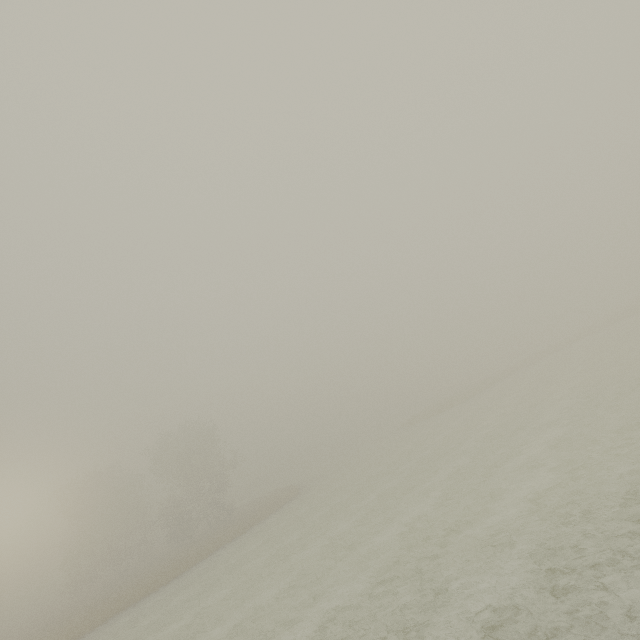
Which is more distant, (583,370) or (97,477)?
(97,477)
